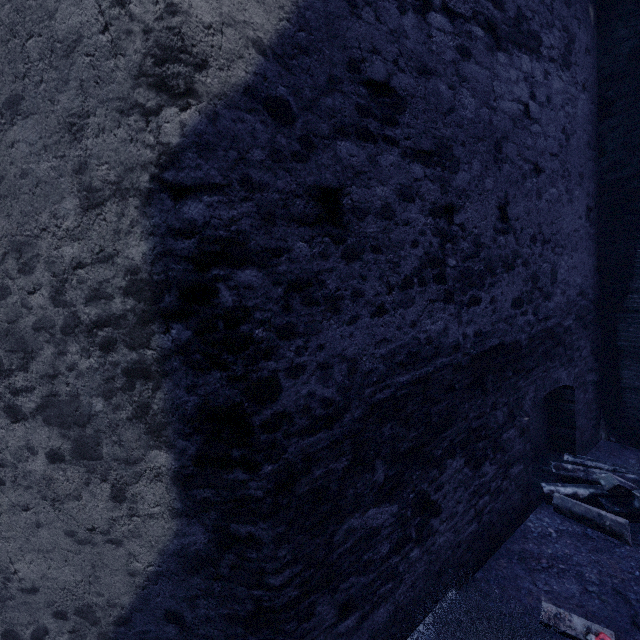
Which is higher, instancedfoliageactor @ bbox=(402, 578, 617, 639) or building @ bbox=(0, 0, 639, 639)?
building @ bbox=(0, 0, 639, 639)

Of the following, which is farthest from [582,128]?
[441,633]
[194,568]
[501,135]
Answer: [194,568]

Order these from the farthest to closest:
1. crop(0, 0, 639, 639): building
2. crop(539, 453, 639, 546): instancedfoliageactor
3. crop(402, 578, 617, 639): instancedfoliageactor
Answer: crop(539, 453, 639, 546): instancedfoliageactor, crop(402, 578, 617, 639): instancedfoliageactor, crop(0, 0, 639, 639): building

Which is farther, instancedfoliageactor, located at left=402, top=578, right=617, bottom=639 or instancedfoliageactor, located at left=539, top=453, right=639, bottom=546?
instancedfoliageactor, located at left=539, top=453, right=639, bottom=546

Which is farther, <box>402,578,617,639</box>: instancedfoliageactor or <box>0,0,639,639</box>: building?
<box>402,578,617,639</box>: instancedfoliageactor

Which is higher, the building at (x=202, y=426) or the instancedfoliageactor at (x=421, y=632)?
the building at (x=202, y=426)

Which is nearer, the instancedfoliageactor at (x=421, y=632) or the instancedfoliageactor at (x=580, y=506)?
the instancedfoliageactor at (x=421, y=632)
